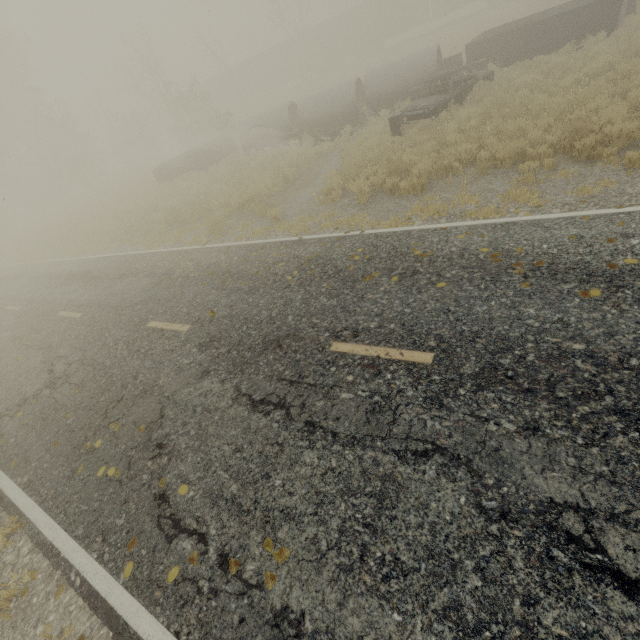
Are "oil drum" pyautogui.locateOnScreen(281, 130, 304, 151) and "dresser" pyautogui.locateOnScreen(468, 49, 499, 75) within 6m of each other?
no

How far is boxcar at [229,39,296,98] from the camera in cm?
4006

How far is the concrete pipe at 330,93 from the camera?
15.38m

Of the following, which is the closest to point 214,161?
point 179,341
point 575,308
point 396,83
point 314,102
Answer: point 314,102

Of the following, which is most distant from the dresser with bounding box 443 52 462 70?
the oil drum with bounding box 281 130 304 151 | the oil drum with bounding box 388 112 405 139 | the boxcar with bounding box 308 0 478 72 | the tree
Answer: the tree

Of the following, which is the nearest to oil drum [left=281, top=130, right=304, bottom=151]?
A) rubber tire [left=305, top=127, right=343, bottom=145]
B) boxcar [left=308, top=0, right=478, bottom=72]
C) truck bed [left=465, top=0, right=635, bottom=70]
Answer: rubber tire [left=305, top=127, right=343, bottom=145]

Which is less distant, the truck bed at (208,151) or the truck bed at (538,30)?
the truck bed at (538,30)

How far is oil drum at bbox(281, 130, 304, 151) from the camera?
16.61m
